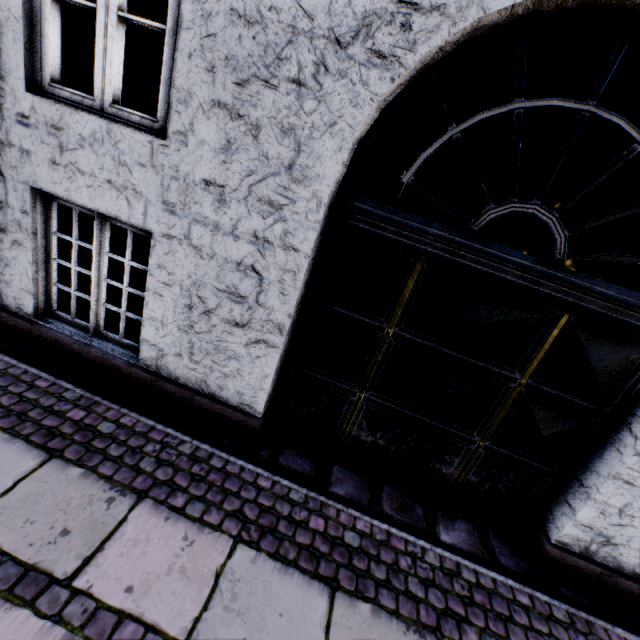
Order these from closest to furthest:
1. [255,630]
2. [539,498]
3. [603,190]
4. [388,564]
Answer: [255,630], [388,564], [539,498], [603,190]
